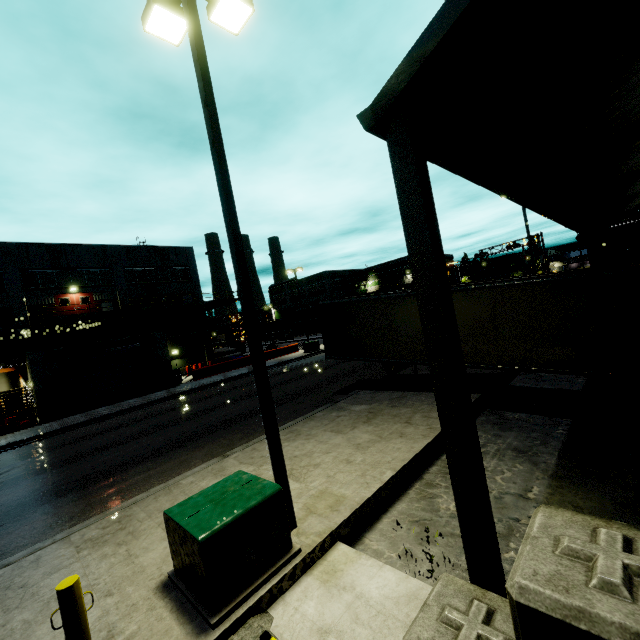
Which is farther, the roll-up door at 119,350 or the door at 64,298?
the door at 64,298

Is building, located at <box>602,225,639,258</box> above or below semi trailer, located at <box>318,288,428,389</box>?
above

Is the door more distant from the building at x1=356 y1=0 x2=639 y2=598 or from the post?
the post

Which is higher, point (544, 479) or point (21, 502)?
point (21, 502)

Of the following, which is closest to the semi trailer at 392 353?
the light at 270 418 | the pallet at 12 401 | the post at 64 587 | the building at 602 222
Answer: the building at 602 222

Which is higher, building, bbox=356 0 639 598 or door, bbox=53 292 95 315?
door, bbox=53 292 95 315

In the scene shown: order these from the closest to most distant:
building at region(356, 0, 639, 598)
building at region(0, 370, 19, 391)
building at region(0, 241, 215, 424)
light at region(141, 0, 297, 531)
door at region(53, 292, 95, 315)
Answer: building at region(356, 0, 639, 598) → light at region(141, 0, 297, 531) → building at region(0, 241, 215, 424) → building at region(0, 370, 19, 391) → door at region(53, 292, 95, 315)

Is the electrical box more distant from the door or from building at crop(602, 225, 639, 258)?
the door
